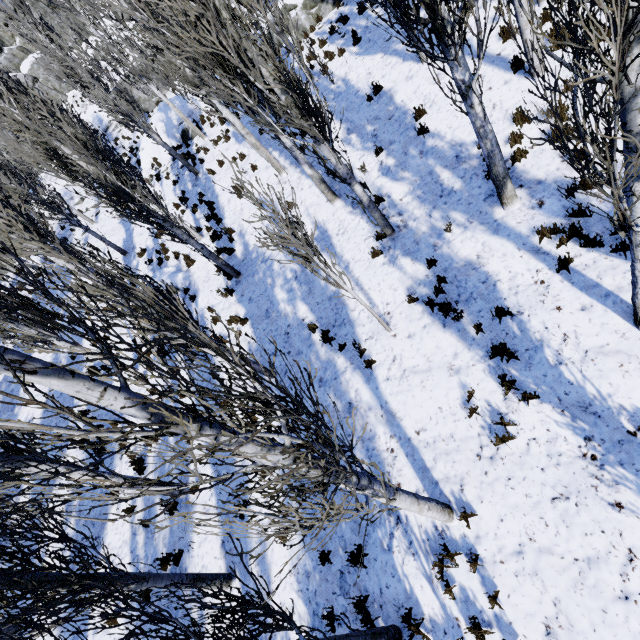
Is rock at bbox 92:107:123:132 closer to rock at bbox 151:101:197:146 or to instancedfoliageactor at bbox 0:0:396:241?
instancedfoliageactor at bbox 0:0:396:241

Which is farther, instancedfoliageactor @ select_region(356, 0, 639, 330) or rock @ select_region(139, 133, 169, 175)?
rock @ select_region(139, 133, 169, 175)

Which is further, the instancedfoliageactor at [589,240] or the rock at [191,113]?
the rock at [191,113]

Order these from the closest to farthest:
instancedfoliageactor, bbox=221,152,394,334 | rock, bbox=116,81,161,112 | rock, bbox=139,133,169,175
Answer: instancedfoliageactor, bbox=221,152,394,334
rock, bbox=139,133,169,175
rock, bbox=116,81,161,112

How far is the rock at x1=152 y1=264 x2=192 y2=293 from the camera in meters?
13.3 m

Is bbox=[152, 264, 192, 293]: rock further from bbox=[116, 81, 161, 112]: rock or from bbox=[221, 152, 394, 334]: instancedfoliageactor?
bbox=[116, 81, 161, 112]: rock

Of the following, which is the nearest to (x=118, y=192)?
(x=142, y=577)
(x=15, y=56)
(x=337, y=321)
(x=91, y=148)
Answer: (x=337, y=321)

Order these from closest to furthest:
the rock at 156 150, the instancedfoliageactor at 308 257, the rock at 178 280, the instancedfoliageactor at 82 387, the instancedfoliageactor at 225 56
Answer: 1. the instancedfoliageactor at 82 387
2. the instancedfoliageactor at 308 257
3. the instancedfoliageactor at 225 56
4. the rock at 178 280
5. the rock at 156 150
